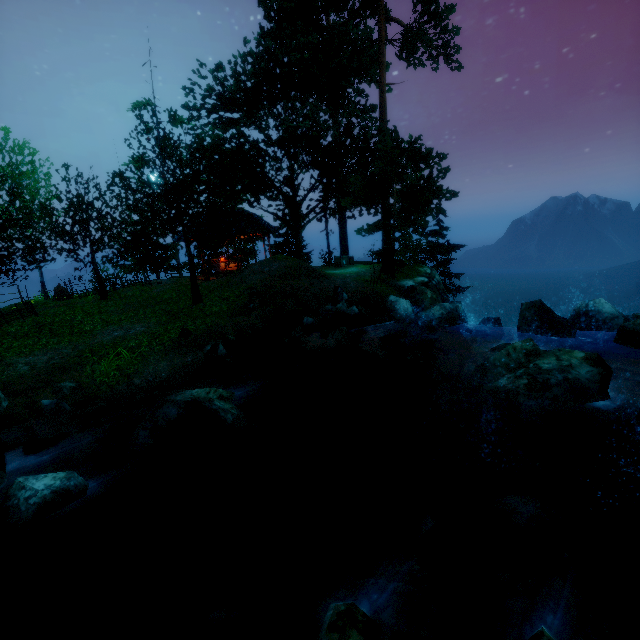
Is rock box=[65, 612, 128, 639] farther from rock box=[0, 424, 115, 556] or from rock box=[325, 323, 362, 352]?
rock box=[325, 323, 362, 352]

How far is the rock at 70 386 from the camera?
8.6m

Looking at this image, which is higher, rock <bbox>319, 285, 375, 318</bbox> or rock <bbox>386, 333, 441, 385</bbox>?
rock <bbox>319, 285, 375, 318</bbox>

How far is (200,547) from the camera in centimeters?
564cm

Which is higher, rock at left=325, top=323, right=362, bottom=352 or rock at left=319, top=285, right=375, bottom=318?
rock at left=319, top=285, right=375, bottom=318

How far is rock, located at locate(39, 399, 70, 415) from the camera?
7.91m

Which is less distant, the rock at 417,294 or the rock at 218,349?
the rock at 218,349

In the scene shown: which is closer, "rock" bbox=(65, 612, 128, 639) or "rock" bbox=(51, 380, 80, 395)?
"rock" bbox=(65, 612, 128, 639)
